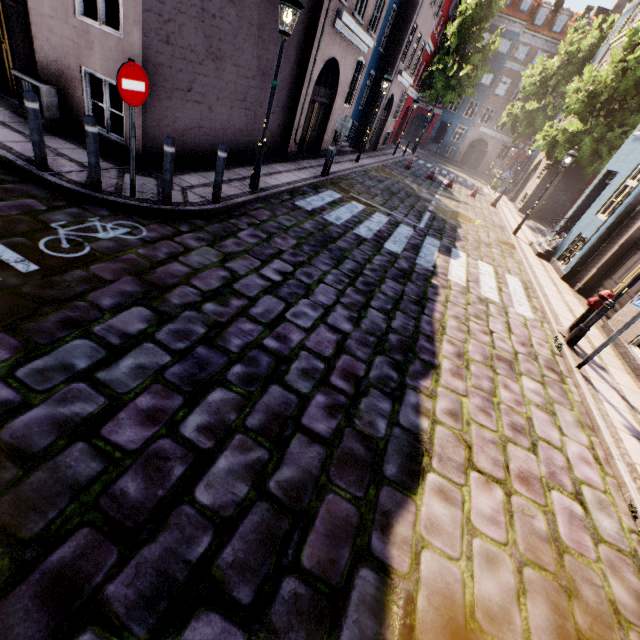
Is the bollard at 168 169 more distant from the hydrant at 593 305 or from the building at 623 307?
the hydrant at 593 305

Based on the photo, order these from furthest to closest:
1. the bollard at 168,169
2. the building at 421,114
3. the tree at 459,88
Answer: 1. the building at 421,114
2. the tree at 459,88
3. the bollard at 168,169

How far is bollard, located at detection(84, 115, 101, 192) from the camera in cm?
473

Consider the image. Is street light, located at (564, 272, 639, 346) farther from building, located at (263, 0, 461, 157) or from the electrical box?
the electrical box

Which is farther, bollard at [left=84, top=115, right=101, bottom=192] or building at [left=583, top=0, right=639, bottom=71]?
building at [left=583, top=0, right=639, bottom=71]

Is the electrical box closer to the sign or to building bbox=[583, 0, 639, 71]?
building bbox=[583, 0, 639, 71]

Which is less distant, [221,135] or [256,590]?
[256,590]

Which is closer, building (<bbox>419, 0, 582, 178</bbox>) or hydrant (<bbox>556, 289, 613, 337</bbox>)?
hydrant (<bbox>556, 289, 613, 337</bbox>)
